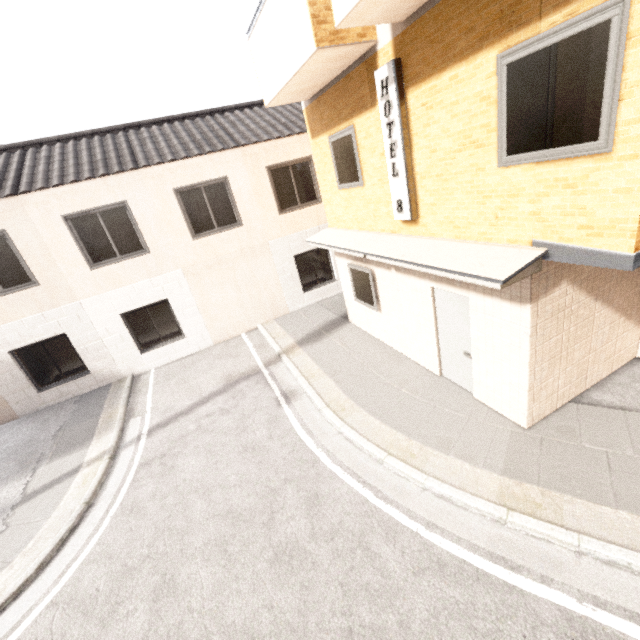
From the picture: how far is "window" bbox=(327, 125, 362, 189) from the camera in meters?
6.6

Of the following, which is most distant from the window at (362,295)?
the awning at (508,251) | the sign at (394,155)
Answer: the sign at (394,155)

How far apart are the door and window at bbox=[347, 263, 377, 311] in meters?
1.8

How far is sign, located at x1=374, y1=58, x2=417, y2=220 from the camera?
4.86m

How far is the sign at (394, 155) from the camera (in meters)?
4.86

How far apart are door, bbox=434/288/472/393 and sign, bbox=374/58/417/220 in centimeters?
127cm

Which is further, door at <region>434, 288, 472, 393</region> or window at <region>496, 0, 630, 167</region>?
door at <region>434, 288, 472, 393</region>

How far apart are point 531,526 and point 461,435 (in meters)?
1.61
